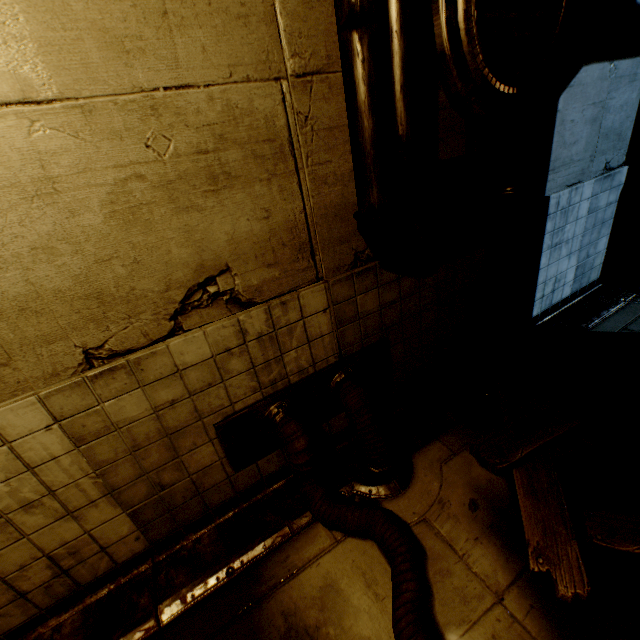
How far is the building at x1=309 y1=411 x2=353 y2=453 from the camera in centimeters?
314cm

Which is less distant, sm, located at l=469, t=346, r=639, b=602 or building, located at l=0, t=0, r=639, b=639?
building, located at l=0, t=0, r=639, b=639

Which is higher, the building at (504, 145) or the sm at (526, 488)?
the building at (504, 145)

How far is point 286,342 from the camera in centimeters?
261cm

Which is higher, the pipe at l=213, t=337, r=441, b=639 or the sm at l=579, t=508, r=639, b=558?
the pipe at l=213, t=337, r=441, b=639

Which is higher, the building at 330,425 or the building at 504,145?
the building at 504,145

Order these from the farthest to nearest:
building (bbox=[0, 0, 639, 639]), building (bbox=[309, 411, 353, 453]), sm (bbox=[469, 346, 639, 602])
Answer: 1. building (bbox=[309, 411, 353, 453])
2. sm (bbox=[469, 346, 639, 602])
3. building (bbox=[0, 0, 639, 639])

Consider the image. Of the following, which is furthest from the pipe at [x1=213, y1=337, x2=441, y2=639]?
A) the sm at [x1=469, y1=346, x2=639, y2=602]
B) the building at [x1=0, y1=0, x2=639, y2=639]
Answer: the sm at [x1=469, y1=346, x2=639, y2=602]
